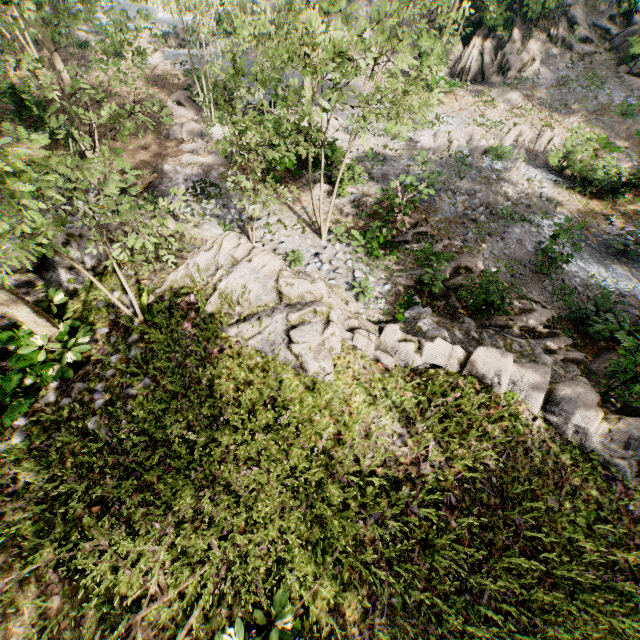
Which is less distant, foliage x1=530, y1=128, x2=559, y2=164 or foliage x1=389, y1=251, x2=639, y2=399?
foliage x1=389, y1=251, x2=639, y2=399

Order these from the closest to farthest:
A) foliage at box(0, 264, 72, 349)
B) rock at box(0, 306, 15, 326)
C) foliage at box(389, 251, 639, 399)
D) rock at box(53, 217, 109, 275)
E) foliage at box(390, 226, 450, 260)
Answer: foliage at box(0, 264, 72, 349) → rock at box(0, 306, 15, 326) → rock at box(53, 217, 109, 275) → foliage at box(389, 251, 639, 399) → foliage at box(390, 226, 450, 260)

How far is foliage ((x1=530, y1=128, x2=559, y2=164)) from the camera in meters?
19.2

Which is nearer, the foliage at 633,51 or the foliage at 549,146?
the foliage at 549,146

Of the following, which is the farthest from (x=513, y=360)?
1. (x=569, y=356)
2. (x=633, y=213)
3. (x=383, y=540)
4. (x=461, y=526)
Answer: (x=633, y=213)

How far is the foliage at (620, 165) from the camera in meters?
15.9
